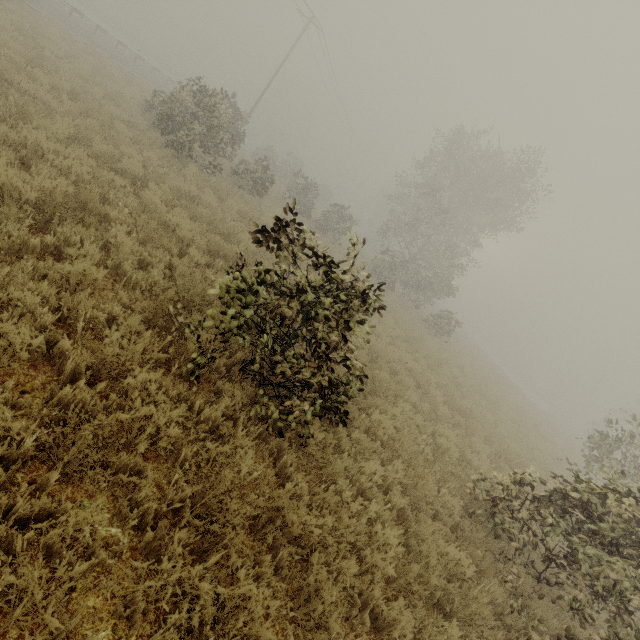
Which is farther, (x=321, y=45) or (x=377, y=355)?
(x=321, y=45)
